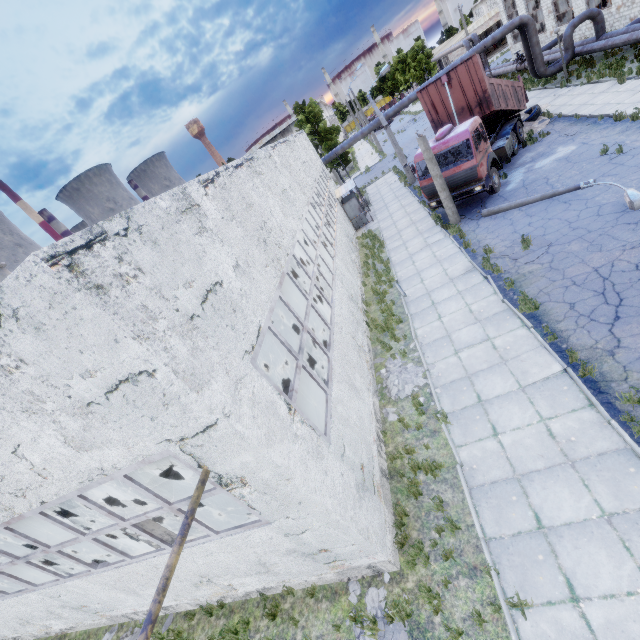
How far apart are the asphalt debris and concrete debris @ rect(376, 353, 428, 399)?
4.1 meters

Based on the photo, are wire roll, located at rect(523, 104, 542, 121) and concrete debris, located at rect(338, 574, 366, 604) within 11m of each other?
no

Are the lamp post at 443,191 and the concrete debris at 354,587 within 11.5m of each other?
no

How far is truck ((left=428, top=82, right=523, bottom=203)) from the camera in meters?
14.5

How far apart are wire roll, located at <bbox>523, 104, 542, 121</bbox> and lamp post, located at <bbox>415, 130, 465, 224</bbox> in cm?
1017

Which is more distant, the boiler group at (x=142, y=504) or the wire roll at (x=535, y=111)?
the wire roll at (x=535, y=111)

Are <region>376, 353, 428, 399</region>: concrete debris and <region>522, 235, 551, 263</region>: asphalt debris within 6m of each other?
yes

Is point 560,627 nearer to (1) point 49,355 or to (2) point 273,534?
(2) point 273,534
